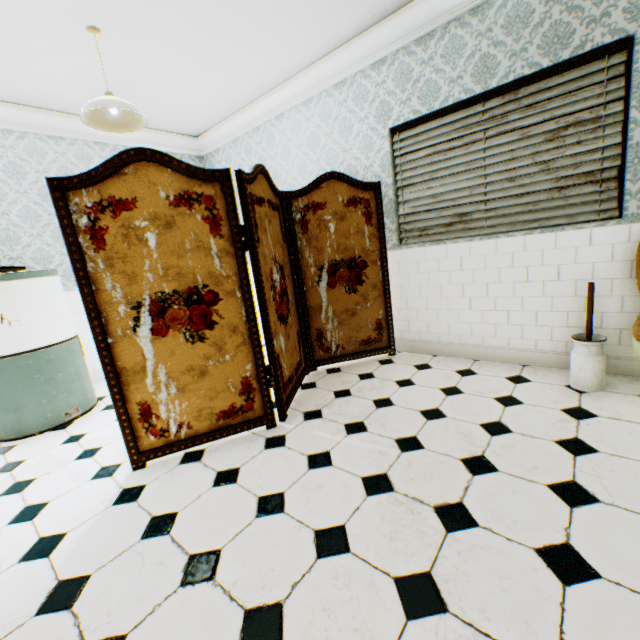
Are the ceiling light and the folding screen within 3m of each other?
yes

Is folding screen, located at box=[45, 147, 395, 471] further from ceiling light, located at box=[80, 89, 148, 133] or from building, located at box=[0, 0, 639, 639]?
ceiling light, located at box=[80, 89, 148, 133]

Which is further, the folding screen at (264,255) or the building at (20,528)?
the folding screen at (264,255)

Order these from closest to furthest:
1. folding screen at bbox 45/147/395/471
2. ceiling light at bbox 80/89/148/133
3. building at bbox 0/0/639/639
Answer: building at bbox 0/0/639/639
folding screen at bbox 45/147/395/471
ceiling light at bbox 80/89/148/133

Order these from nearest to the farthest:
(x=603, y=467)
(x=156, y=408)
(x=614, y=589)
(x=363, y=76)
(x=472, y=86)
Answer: (x=614, y=589)
(x=603, y=467)
(x=156, y=408)
(x=472, y=86)
(x=363, y=76)

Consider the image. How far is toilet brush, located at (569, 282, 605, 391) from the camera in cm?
229

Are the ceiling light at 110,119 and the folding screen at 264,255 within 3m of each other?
yes

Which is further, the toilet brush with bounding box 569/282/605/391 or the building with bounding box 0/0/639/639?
the toilet brush with bounding box 569/282/605/391
